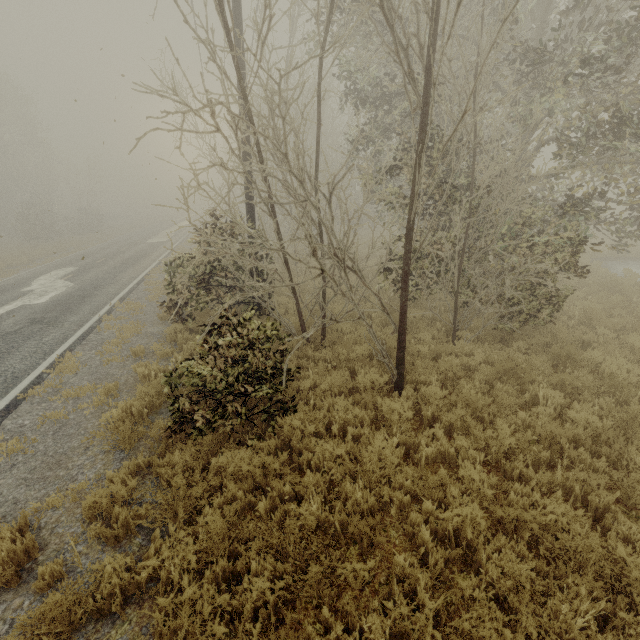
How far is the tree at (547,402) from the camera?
5.6m

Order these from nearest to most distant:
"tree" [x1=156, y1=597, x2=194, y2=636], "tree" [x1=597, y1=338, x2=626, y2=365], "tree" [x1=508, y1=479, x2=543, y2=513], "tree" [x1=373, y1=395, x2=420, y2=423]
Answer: "tree" [x1=156, y1=597, x2=194, y2=636]
"tree" [x1=508, y1=479, x2=543, y2=513]
"tree" [x1=373, y1=395, x2=420, y2=423]
"tree" [x1=597, y1=338, x2=626, y2=365]

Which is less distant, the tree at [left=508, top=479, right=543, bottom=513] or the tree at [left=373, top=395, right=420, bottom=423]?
the tree at [left=508, top=479, right=543, bottom=513]

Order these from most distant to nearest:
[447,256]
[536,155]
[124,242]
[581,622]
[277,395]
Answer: [124,242], [447,256], [536,155], [277,395], [581,622]

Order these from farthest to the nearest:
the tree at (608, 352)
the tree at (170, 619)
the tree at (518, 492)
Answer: the tree at (608, 352)
the tree at (518, 492)
the tree at (170, 619)

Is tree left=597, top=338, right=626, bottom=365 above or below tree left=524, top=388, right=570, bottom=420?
above

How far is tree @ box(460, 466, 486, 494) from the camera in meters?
4.0
